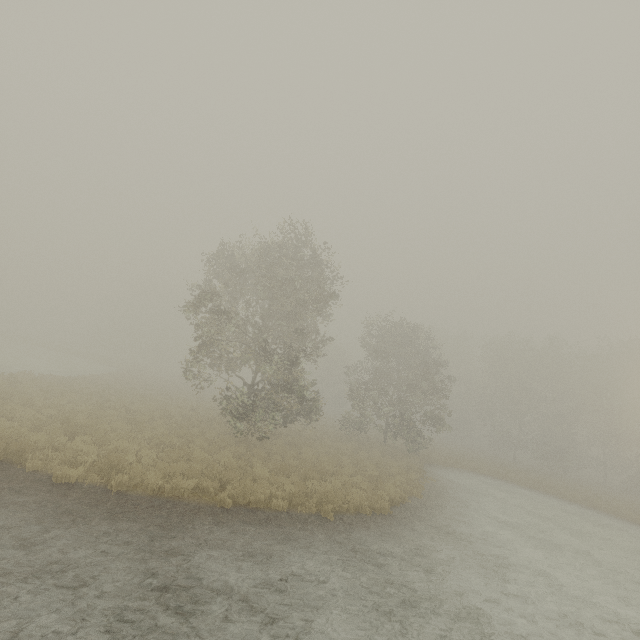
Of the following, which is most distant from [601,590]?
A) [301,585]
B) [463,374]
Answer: [463,374]
